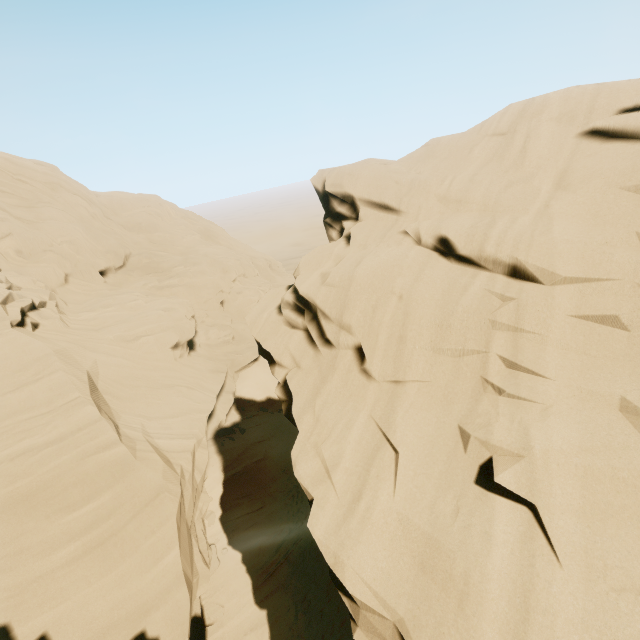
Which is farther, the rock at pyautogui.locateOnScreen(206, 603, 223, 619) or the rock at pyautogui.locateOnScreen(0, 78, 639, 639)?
the rock at pyautogui.locateOnScreen(206, 603, 223, 619)

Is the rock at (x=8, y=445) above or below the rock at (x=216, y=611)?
above

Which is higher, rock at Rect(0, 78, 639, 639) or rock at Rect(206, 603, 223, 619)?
rock at Rect(0, 78, 639, 639)

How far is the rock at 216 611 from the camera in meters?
14.3 m

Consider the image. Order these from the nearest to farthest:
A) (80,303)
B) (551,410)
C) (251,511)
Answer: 1. (551,410)
2. (251,511)
3. (80,303)

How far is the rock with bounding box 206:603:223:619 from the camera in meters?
14.3
